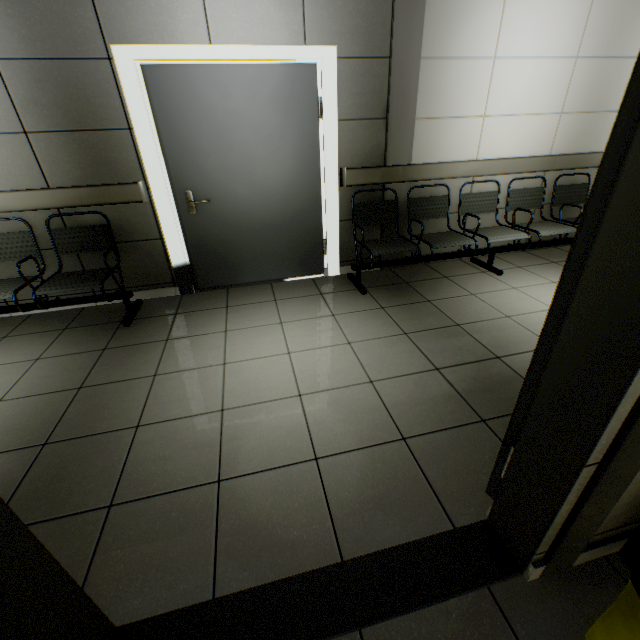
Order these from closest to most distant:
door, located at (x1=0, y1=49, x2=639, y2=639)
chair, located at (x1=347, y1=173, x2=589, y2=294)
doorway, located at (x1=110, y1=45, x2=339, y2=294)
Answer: door, located at (x1=0, y1=49, x2=639, y2=639), doorway, located at (x1=110, y1=45, x2=339, y2=294), chair, located at (x1=347, y1=173, x2=589, y2=294)

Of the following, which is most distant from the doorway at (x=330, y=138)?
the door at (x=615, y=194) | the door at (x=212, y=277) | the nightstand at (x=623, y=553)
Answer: the nightstand at (x=623, y=553)

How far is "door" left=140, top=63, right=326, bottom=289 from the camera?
2.8m

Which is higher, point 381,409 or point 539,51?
point 539,51

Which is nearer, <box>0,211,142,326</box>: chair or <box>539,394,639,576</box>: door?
<box>539,394,639,576</box>: door

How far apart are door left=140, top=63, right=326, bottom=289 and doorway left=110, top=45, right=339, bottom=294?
0.0 meters

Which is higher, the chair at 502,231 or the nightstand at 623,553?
the chair at 502,231

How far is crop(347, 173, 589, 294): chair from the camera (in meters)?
3.42
